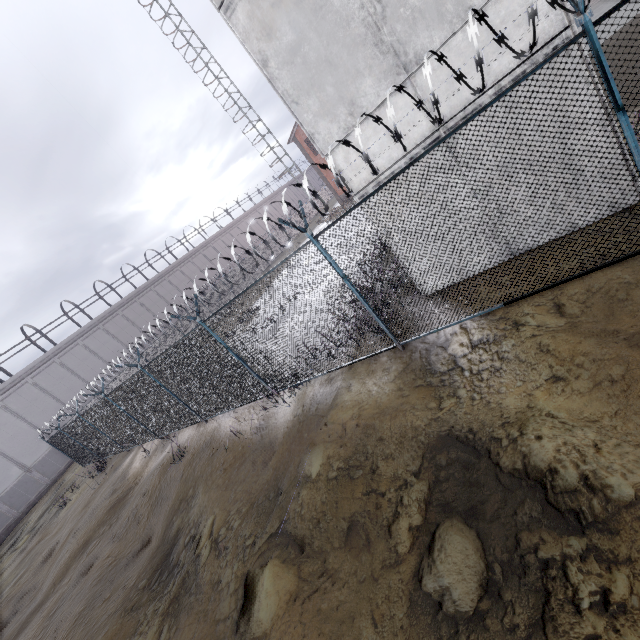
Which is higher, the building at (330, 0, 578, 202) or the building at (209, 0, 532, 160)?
the building at (209, 0, 532, 160)

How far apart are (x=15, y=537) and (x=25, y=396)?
10.7m

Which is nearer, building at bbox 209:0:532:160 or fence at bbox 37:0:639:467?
fence at bbox 37:0:639:467

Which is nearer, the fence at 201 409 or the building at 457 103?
the fence at 201 409

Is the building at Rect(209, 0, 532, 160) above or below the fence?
above
